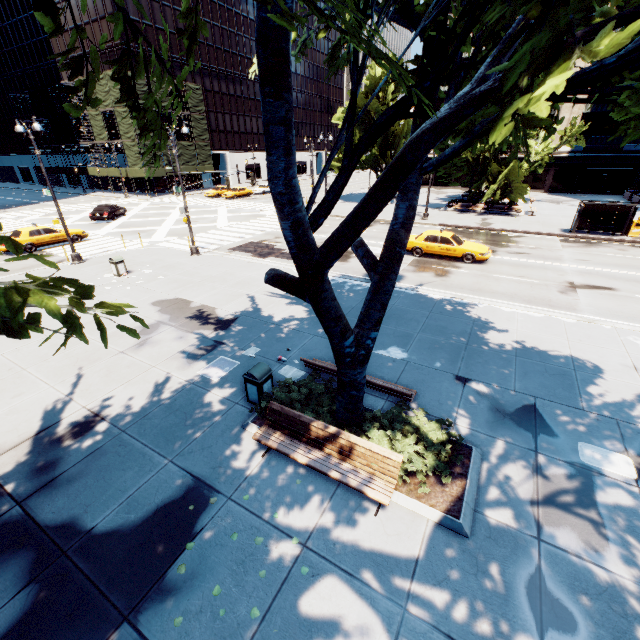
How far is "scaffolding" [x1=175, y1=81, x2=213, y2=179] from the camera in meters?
51.1

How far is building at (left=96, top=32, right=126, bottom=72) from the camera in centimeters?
4453cm

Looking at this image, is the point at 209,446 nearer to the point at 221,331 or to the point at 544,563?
the point at 221,331

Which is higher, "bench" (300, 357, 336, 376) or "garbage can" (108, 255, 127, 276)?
"bench" (300, 357, 336, 376)

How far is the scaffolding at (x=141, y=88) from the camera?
43.8m

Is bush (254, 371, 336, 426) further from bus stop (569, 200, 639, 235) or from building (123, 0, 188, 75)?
building (123, 0, 188, 75)

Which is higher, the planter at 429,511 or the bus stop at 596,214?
the bus stop at 596,214

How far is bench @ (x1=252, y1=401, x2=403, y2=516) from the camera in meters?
5.7 m
